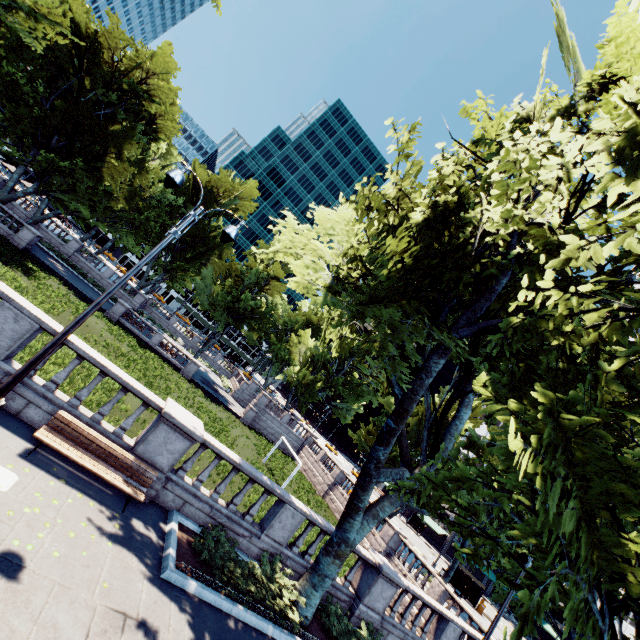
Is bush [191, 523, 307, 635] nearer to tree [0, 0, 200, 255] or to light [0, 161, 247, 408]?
tree [0, 0, 200, 255]

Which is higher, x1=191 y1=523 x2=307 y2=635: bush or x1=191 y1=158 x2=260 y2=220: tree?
x1=191 y1=158 x2=260 y2=220: tree

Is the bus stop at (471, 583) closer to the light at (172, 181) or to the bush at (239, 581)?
the bush at (239, 581)

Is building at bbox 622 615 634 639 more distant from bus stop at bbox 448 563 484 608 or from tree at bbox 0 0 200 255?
bus stop at bbox 448 563 484 608

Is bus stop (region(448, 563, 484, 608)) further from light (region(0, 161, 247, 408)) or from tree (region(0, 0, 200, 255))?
light (region(0, 161, 247, 408))

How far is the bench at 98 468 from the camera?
7.6 meters

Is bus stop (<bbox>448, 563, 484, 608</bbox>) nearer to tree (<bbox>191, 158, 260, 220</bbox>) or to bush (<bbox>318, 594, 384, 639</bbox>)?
tree (<bbox>191, 158, 260, 220</bbox>)

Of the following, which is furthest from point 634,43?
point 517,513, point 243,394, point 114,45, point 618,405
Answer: point 243,394
